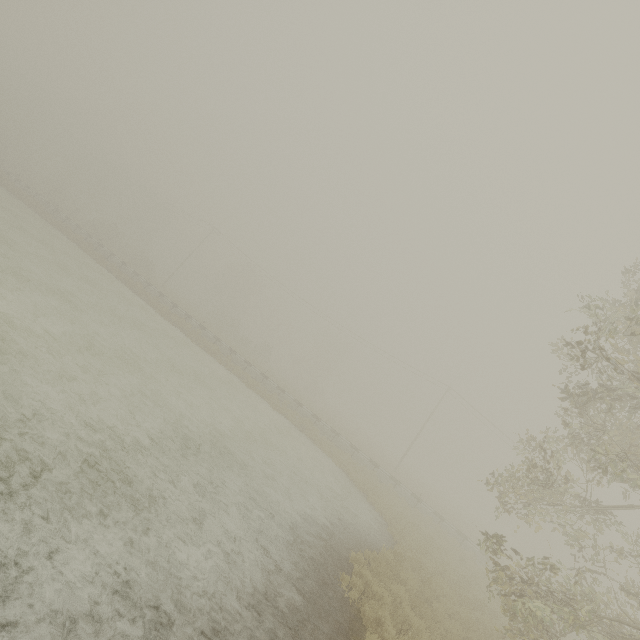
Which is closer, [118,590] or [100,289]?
[118,590]
